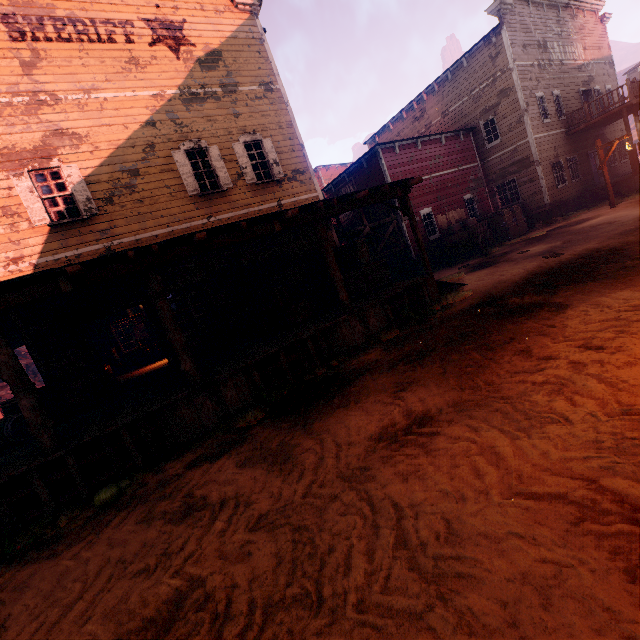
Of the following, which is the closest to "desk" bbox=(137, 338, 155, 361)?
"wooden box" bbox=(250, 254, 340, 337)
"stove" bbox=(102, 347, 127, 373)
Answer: "stove" bbox=(102, 347, 127, 373)

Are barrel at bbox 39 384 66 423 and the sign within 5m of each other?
yes

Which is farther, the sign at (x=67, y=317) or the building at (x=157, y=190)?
the sign at (x=67, y=317)

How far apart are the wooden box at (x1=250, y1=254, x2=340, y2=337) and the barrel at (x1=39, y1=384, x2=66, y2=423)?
5.2m

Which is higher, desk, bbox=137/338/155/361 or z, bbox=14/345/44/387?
z, bbox=14/345/44/387

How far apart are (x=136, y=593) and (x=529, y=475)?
3.76m

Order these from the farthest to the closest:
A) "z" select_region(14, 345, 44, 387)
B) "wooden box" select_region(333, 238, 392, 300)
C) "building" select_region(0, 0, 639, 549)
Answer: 1. "z" select_region(14, 345, 44, 387)
2. "wooden box" select_region(333, 238, 392, 300)
3. "building" select_region(0, 0, 639, 549)

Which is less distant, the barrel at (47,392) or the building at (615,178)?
the barrel at (47,392)
